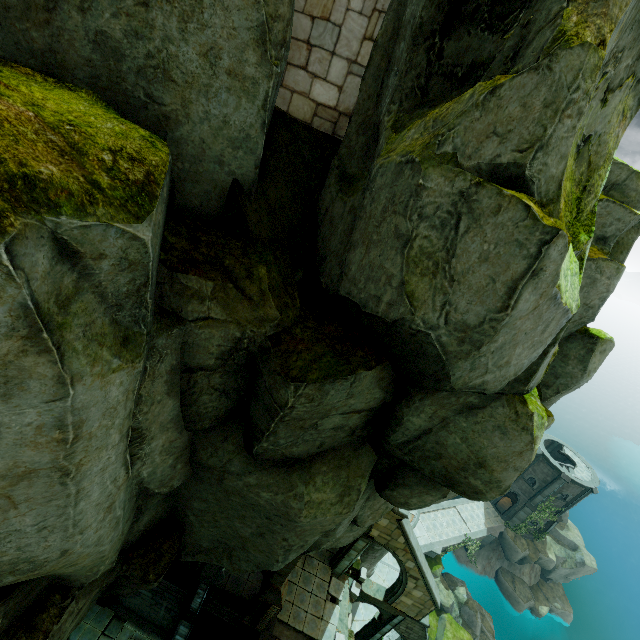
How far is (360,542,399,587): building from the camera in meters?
25.2

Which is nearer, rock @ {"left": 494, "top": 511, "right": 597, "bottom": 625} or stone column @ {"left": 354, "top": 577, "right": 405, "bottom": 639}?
stone column @ {"left": 354, "top": 577, "right": 405, "bottom": 639}

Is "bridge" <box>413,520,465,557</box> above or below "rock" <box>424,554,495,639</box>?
above

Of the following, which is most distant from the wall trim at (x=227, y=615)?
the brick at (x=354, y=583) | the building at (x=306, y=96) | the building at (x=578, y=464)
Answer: the building at (x=578, y=464)

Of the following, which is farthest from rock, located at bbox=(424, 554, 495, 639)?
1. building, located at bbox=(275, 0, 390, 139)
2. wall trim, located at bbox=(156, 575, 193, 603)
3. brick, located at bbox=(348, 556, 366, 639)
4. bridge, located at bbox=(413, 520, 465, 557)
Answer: wall trim, located at bbox=(156, 575, 193, 603)

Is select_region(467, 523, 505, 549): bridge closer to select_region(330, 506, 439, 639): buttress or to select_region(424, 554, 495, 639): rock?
select_region(424, 554, 495, 639): rock

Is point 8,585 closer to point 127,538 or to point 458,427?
point 127,538

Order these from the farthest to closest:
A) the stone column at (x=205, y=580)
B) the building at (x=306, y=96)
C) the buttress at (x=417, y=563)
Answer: the buttress at (x=417, y=563) < the stone column at (x=205, y=580) < the building at (x=306, y=96)
